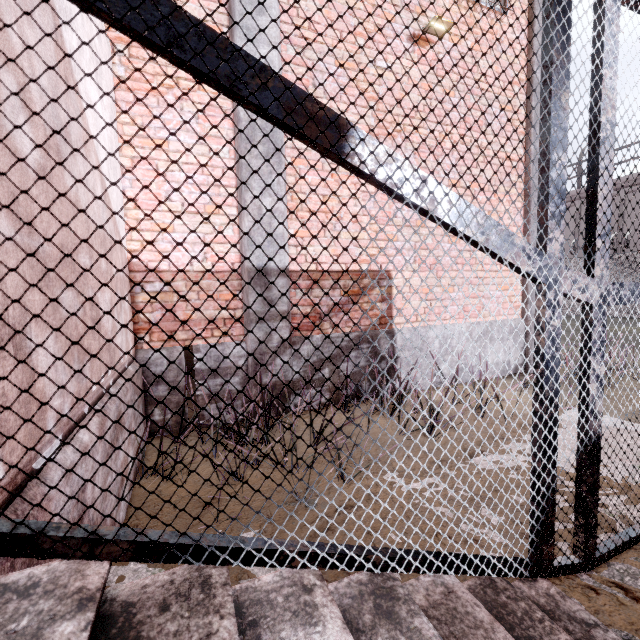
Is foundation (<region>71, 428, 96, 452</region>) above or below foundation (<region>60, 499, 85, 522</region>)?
above

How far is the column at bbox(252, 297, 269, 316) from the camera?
3.9 meters

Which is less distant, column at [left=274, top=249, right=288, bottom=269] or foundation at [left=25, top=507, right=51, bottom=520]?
foundation at [left=25, top=507, right=51, bottom=520]

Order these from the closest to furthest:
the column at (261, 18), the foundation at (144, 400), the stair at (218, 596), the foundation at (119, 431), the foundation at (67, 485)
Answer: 1. the stair at (218, 596)
2. the foundation at (67, 485)
3. the foundation at (119, 431)
4. the foundation at (144, 400)
5. the column at (261, 18)

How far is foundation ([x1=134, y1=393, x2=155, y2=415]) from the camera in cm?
316

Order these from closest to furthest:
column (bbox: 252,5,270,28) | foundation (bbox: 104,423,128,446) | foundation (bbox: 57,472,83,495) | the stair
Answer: the stair
foundation (bbox: 57,472,83,495)
foundation (bbox: 104,423,128,446)
column (bbox: 252,5,270,28)

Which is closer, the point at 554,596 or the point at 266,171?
the point at 554,596

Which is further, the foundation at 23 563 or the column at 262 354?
the column at 262 354
